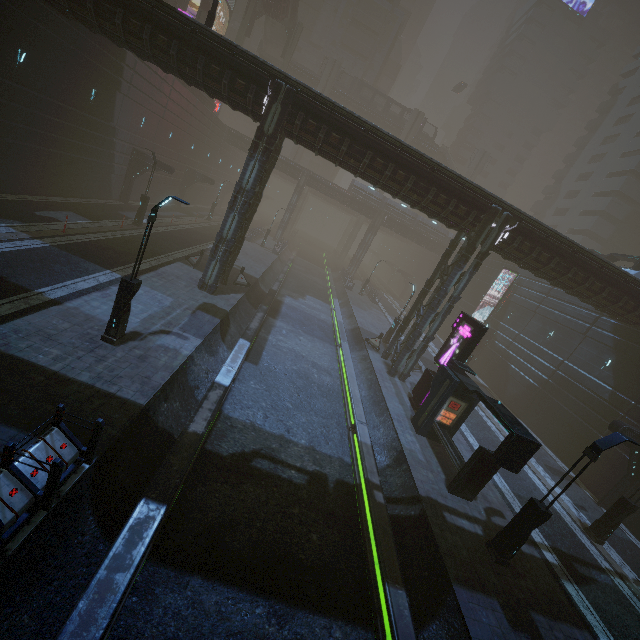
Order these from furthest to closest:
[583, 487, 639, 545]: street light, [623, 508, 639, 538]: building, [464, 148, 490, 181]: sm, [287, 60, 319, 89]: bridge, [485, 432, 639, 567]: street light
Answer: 1. [464, 148, 490, 181]: sm
2. [287, 60, 319, 89]: bridge
3. [623, 508, 639, 538]: building
4. [583, 487, 639, 545]: street light
5. [485, 432, 639, 567]: street light

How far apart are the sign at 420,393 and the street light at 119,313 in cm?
1421

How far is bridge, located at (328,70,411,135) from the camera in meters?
56.4 m

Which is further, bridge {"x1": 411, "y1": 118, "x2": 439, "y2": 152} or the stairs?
bridge {"x1": 411, "y1": 118, "x2": 439, "y2": 152}

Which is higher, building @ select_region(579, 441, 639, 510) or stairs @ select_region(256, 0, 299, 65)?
stairs @ select_region(256, 0, 299, 65)

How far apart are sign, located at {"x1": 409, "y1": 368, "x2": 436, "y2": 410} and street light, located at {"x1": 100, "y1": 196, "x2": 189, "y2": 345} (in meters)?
14.21

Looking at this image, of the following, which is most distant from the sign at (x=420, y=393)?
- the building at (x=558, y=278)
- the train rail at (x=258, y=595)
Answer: the train rail at (x=258, y=595)

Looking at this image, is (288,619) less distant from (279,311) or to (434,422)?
(434,422)
